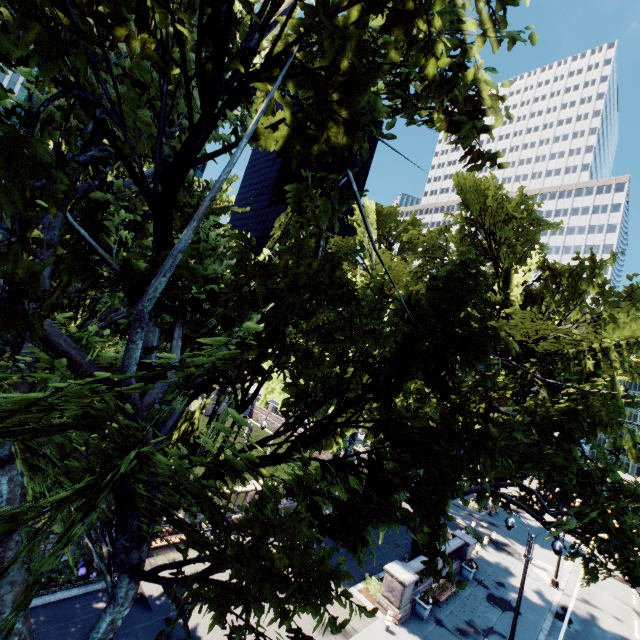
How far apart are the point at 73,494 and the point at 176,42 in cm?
801

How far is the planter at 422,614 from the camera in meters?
17.3 m

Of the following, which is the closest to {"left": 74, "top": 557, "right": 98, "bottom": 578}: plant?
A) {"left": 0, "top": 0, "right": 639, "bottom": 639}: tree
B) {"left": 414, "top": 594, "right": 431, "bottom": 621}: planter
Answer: {"left": 0, "top": 0, "right": 639, "bottom": 639}: tree

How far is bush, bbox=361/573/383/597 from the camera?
18.2m

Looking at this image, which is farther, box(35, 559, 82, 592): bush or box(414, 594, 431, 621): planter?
box(414, 594, 431, 621): planter

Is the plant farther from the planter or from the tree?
the planter

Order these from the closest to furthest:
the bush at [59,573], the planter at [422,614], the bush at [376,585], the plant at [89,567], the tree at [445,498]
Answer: the tree at [445,498]
the bush at [59,573]
the plant at [89,567]
the planter at [422,614]
the bush at [376,585]

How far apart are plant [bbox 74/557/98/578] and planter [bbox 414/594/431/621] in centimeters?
1590cm
